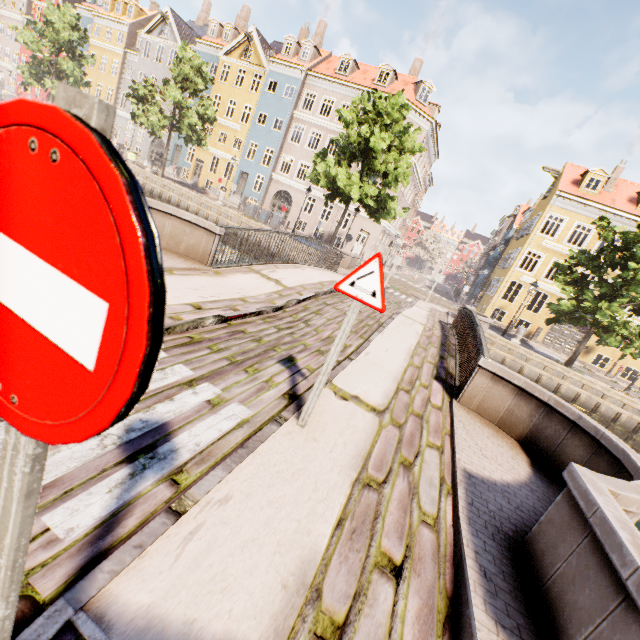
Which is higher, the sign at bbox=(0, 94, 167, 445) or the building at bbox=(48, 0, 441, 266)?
the building at bbox=(48, 0, 441, 266)

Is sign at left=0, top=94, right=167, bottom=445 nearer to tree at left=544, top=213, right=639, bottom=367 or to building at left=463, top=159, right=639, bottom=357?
tree at left=544, top=213, right=639, bottom=367

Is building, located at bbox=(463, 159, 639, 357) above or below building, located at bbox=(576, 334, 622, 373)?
above

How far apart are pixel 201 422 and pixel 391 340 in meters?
5.4

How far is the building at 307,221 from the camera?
31.1 meters

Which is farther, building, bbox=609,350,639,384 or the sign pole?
building, bbox=609,350,639,384

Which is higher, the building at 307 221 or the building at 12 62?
the building at 12 62
